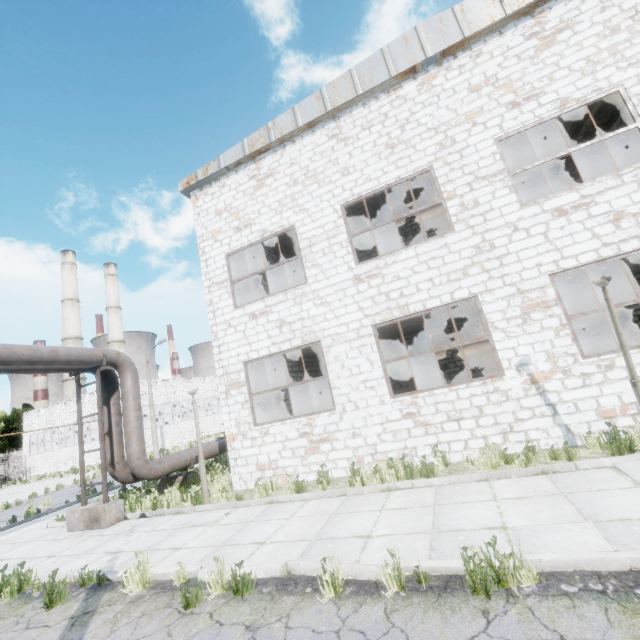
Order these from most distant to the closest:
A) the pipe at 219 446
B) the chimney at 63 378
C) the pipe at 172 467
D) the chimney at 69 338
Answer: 1. the chimney at 69 338
2. the chimney at 63 378
3. the pipe at 219 446
4. the pipe at 172 467

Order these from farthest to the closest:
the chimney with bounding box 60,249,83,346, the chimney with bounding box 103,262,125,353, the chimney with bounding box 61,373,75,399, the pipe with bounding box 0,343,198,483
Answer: the chimney with bounding box 103,262,125,353, the chimney with bounding box 60,249,83,346, the chimney with bounding box 61,373,75,399, the pipe with bounding box 0,343,198,483

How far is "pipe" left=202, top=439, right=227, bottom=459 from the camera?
13.4 meters

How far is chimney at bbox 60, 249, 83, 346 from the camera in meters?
48.1

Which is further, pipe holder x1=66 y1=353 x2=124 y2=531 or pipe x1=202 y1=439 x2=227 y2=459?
pipe x1=202 y1=439 x2=227 y2=459

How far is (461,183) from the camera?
8.8m

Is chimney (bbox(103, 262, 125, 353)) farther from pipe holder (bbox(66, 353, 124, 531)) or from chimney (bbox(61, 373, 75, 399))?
pipe holder (bbox(66, 353, 124, 531))

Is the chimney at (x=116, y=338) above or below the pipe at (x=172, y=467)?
above
